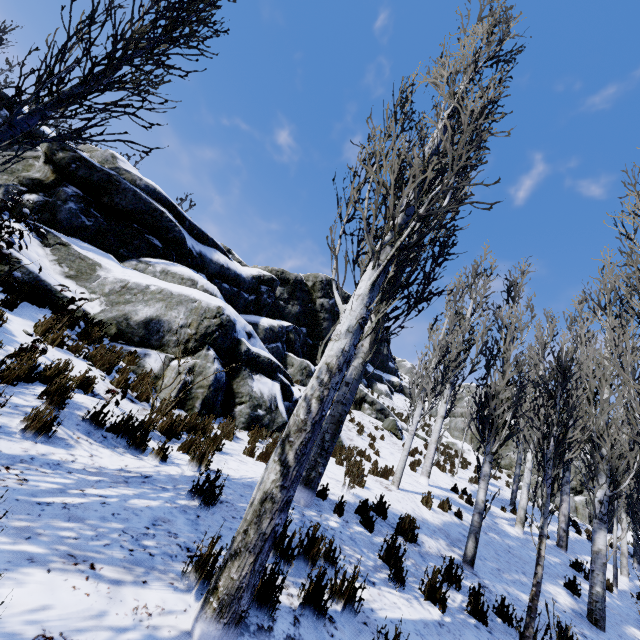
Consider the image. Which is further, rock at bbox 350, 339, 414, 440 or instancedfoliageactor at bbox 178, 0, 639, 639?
rock at bbox 350, 339, 414, 440

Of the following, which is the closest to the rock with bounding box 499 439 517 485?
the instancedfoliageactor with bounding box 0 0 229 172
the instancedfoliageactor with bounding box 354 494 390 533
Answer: the instancedfoliageactor with bounding box 0 0 229 172

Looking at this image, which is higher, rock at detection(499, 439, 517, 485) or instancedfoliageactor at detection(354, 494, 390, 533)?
rock at detection(499, 439, 517, 485)

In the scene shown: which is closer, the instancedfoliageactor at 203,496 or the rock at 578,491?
the instancedfoliageactor at 203,496

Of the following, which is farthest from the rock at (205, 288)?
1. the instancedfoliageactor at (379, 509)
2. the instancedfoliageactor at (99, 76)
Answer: the instancedfoliageactor at (379, 509)

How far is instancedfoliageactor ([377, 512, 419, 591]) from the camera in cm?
413

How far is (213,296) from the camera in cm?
1022
